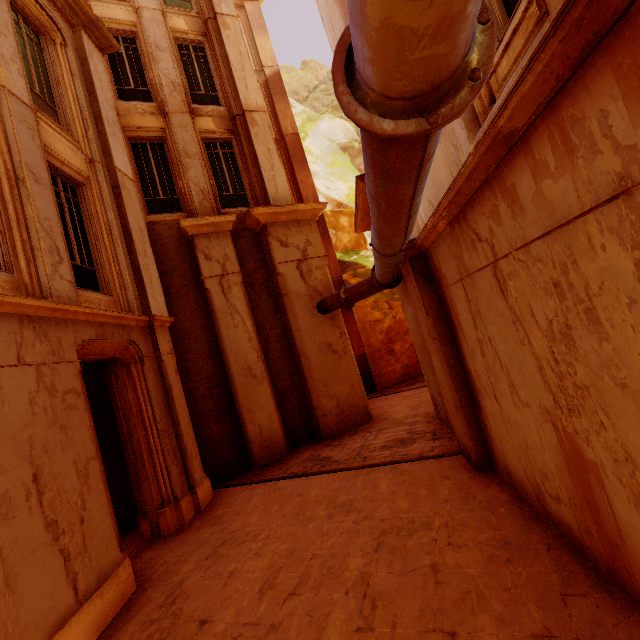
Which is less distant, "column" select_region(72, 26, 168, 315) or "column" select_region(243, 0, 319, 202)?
"column" select_region(72, 26, 168, 315)

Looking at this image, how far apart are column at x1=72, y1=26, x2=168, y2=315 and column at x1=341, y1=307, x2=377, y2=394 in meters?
8.4 m

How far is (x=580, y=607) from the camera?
2.8m

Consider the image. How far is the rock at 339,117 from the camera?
19.5 meters

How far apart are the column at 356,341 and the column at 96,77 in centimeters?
838cm

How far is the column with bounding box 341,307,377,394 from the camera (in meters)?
15.14

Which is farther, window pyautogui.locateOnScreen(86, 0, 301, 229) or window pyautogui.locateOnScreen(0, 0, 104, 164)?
window pyautogui.locateOnScreen(86, 0, 301, 229)

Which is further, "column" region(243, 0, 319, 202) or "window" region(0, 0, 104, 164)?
"column" region(243, 0, 319, 202)
